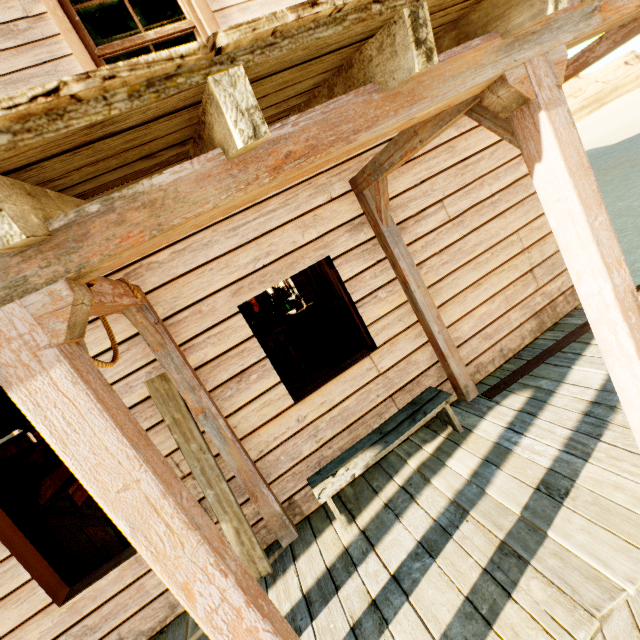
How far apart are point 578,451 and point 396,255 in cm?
227

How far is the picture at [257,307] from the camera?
10.2m

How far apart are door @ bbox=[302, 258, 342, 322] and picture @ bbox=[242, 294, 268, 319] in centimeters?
178cm

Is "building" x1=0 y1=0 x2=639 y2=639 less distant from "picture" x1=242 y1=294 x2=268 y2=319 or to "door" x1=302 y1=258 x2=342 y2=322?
"door" x1=302 y1=258 x2=342 y2=322

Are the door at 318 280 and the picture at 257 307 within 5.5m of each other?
yes

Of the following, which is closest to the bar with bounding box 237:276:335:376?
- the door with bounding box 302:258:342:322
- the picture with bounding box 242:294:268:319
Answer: the picture with bounding box 242:294:268:319

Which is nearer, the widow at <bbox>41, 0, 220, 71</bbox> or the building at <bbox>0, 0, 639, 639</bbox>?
the building at <bbox>0, 0, 639, 639</bbox>

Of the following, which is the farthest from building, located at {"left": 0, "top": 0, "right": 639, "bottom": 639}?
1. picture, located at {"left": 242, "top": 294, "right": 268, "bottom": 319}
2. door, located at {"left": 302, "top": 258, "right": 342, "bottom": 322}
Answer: picture, located at {"left": 242, "top": 294, "right": 268, "bottom": 319}
